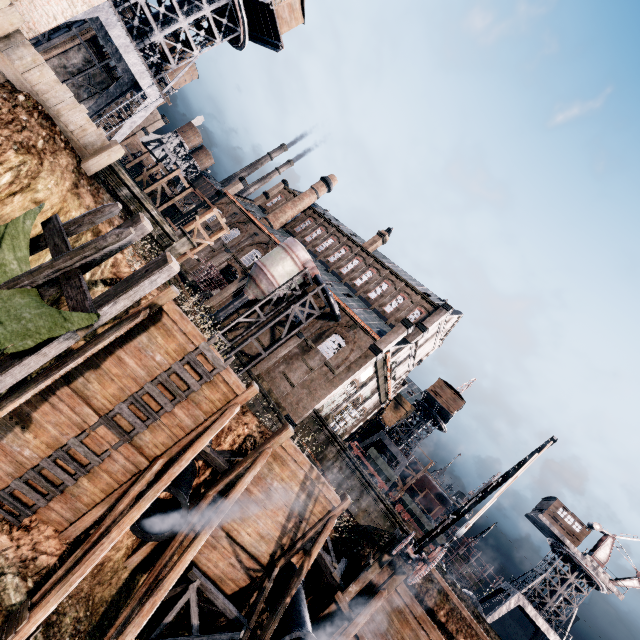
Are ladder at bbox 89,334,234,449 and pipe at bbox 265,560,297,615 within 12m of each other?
yes

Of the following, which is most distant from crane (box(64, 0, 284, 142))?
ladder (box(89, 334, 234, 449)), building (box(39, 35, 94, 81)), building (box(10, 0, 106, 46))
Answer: ladder (box(89, 334, 234, 449))

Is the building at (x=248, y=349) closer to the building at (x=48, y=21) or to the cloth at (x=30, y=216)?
the building at (x=48, y=21)

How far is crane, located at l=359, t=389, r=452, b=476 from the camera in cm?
4881

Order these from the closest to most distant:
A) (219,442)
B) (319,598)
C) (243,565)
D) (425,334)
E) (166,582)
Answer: (166,582), (243,565), (219,442), (319,598), (425,334)

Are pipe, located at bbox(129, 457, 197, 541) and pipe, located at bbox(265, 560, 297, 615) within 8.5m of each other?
yes

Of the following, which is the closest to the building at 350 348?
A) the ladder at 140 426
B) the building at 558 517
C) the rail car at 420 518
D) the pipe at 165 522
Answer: the rail car at 420 518

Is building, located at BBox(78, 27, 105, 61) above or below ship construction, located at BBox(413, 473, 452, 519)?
below
